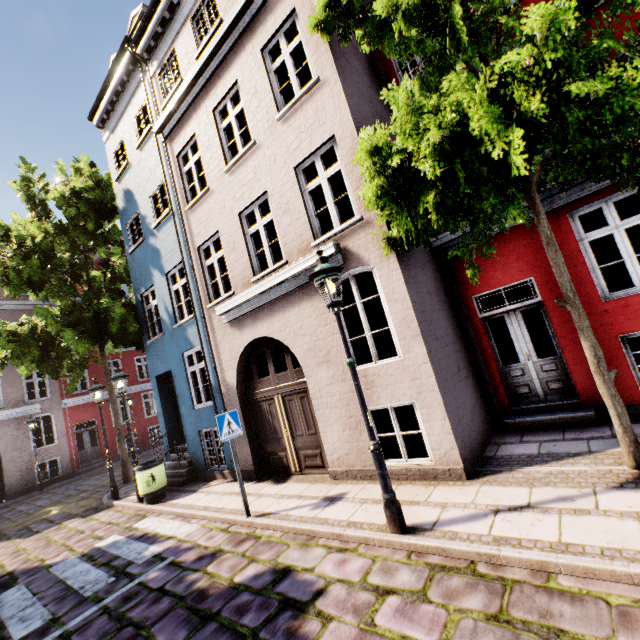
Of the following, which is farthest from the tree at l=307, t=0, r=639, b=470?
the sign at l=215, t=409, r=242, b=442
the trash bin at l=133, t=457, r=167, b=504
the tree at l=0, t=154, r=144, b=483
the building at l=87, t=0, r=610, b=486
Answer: the tree at l=0, t=154, r=144, b=483

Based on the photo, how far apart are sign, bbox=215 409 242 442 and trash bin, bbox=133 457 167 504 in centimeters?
418cm

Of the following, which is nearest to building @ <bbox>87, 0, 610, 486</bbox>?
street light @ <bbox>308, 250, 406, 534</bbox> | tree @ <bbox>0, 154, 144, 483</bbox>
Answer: tree @ <bbox>0, 154, 144, 483</bbox>

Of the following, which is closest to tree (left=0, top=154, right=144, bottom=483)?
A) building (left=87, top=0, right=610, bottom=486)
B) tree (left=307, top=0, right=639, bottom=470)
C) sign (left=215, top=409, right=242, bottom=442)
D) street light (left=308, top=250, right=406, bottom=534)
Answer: building (left=87, top=0, right=610, bottom=486)

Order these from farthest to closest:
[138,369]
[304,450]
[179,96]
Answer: Result: [138,369] < [179,96] < [304,450]

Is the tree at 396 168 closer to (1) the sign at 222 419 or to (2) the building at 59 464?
(2) the building at 59 464

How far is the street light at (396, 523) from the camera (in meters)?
4.09

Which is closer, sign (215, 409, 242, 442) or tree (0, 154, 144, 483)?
sign (215, 409, 242, 442)
